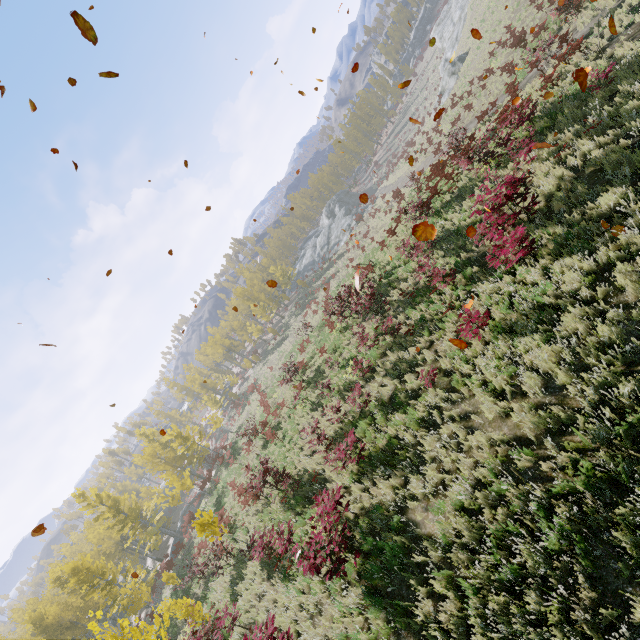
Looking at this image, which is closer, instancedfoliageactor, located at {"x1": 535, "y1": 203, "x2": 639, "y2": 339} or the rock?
instancedfoliageactor, located at {"x1": 535, "y1": 203, "x2": 639, "y2": 339}

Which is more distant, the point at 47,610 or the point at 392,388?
the point at 47,610

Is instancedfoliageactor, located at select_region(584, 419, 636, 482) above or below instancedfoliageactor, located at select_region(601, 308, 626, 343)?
above

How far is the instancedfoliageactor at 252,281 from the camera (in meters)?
50.69

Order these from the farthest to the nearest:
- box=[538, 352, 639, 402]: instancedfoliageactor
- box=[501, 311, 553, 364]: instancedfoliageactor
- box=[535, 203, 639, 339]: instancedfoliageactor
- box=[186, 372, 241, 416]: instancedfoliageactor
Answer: box=[186, 372, 241, 416]: instancedfoliageactor < box=[501, 311, 553, 364]: instancedfoliageactor < box=[535, 203, 639, 339]: instancedfoliageactor < box=[538, 352, 639, 402]: instancedfoliageactor

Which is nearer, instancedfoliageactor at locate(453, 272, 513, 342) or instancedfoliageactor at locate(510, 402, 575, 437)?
instancedfoliageactor at locate(510, 402, 575, 437)

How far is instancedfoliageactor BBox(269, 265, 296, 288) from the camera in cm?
5275
